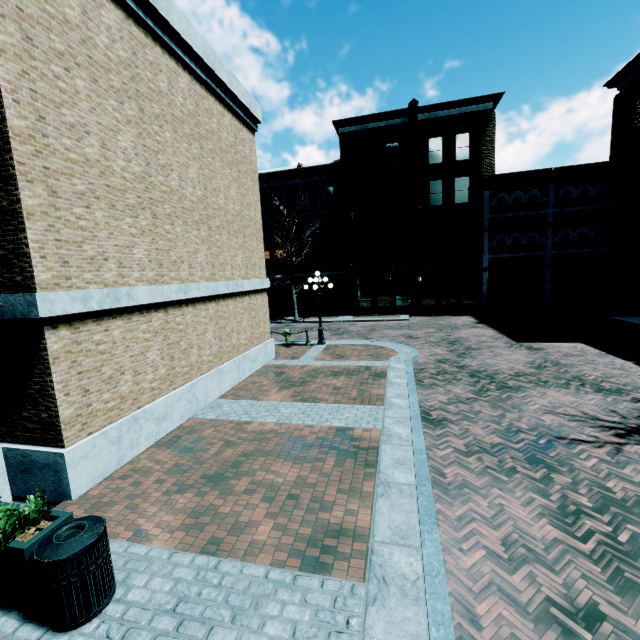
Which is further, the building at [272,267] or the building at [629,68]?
the building at [272,267]

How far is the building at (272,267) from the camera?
31.9m

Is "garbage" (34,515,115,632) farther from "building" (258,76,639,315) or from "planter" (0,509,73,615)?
"building" (258,76,639,315)

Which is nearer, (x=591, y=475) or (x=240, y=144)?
(x=591, y=475)

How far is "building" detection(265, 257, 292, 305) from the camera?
31.9 meters

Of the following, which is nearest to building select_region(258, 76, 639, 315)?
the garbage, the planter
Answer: the garbage
